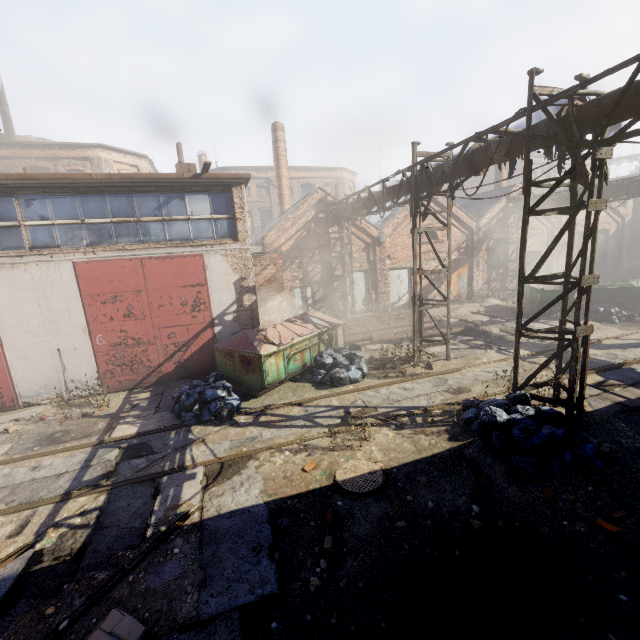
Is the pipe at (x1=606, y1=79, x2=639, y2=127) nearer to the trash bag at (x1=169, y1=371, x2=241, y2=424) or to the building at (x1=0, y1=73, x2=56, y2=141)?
the trash bag at (x1=169, y1=371, x2=241, y2=424)

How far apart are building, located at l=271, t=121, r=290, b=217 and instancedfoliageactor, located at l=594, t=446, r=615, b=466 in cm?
2172

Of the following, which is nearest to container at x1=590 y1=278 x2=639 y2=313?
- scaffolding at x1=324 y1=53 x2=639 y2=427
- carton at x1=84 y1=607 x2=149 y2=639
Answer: scaffolding at x1=324 y1=53 x2=639 y2=427

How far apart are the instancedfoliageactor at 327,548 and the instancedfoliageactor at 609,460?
3.83m

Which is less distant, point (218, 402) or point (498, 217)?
point (218, 402)

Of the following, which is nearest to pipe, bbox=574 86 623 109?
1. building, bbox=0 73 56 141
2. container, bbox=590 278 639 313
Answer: container, bbox=590 278 639 313

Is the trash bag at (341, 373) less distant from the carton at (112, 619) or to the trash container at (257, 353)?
the trash container at (257, 353)

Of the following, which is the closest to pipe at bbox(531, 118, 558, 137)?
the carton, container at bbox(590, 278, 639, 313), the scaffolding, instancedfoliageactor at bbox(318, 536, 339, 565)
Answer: the scaffolding
